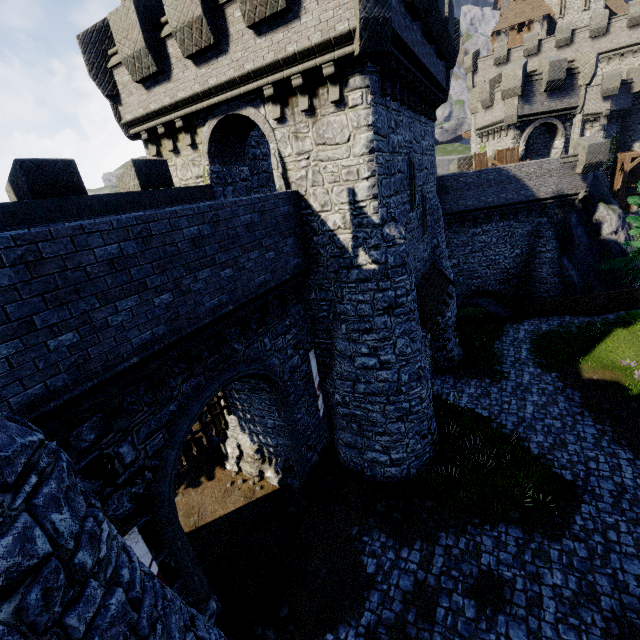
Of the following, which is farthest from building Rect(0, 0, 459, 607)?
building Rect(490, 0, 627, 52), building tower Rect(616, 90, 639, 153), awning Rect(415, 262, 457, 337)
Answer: building Rect(490, 0, 627, 52)

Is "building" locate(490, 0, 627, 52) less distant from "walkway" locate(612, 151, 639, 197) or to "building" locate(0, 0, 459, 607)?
"walkway" locate(612, 151, 639, 197)

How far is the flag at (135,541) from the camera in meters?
5.7

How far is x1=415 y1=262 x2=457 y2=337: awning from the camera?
12.83m

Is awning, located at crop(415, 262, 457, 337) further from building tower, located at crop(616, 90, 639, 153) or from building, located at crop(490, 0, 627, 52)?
building, located at crop(490, 0, 627, 52)

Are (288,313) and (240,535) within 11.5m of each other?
yes

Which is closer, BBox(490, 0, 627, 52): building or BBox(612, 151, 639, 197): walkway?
BBox(612, 151, 639, 197): walkway

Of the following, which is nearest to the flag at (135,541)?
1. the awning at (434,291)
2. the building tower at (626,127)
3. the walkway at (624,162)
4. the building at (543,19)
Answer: the awning at (434,291)
